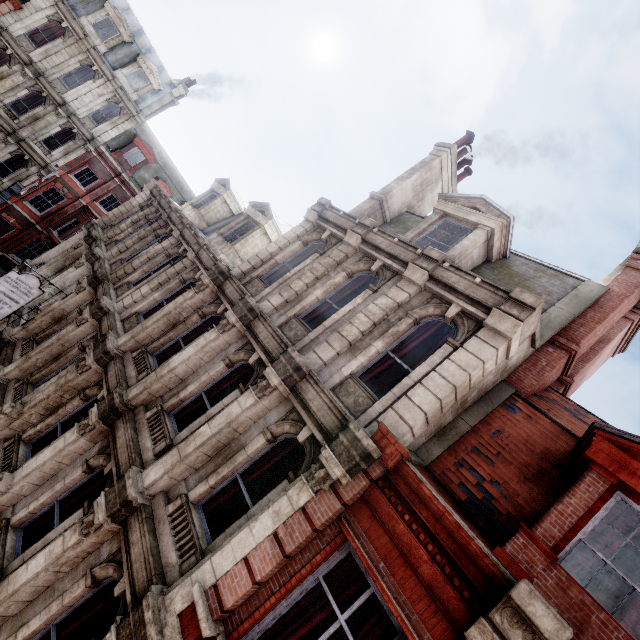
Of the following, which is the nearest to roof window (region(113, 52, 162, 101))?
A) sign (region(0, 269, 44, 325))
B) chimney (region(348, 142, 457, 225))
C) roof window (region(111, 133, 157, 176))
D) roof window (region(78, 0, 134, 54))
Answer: roof window (region(78, 0, 134, 54))

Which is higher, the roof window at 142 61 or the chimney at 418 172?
the chimney at 418 172

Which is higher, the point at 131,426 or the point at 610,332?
the point at 610,332

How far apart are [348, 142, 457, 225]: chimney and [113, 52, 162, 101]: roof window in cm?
2552

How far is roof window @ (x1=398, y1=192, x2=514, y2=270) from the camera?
8.8 meters

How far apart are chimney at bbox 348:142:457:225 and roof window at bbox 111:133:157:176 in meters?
25.5

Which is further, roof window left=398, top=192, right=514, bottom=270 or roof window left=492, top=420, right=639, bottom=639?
roof window left=398, top=192, right=514, bottom=270

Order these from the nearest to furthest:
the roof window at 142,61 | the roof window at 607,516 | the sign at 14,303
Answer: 1. the roof window at 607,516
2. the sign at 14,303
3. the roof window at 142,61
